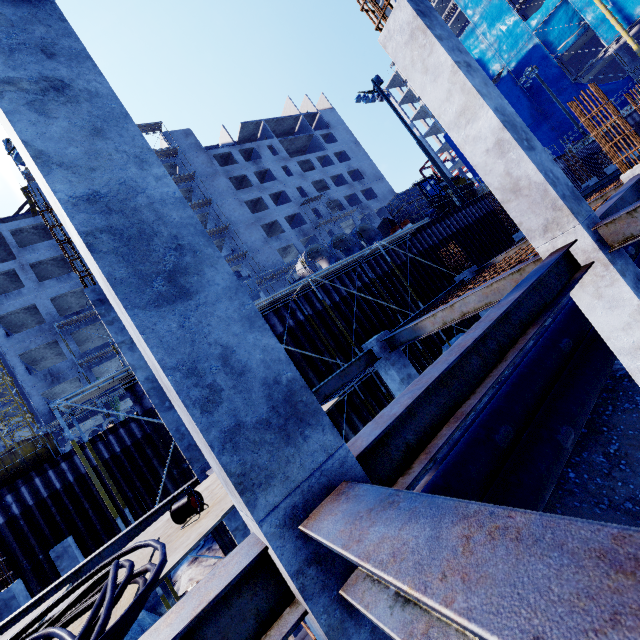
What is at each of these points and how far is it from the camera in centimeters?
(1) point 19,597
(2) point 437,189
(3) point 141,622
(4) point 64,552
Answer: (1) concrete column, 780cm
(2) front loader, 2652cm
(3) rock, 862cm
(4) concrete column, 1180cm

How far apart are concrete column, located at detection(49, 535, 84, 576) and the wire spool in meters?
13.7

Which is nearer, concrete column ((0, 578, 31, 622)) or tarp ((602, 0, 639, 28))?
concrete column ((0, 578, 31, 622))

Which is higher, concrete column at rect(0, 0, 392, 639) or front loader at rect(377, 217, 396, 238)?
front loader at rect(377, 217, 396, 238)

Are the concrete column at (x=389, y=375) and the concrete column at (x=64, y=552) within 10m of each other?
no

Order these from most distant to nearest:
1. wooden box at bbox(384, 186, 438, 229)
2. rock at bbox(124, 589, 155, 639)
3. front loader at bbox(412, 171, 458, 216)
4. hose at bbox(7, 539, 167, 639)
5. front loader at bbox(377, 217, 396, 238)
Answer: front loader at bbox(412, 171, 458, 216) < front loader at bbox(377, 217, 396, 238) < wooden box at bbox(384, 186, 438, 229) < rock at bbox(124, 589, 155, 639) < hose at bbox(7, 539, 167, 639)

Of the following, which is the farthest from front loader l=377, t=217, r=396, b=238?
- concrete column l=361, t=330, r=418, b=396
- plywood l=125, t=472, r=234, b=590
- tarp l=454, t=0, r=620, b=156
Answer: tarp l=454, t=0, r=620, b=156

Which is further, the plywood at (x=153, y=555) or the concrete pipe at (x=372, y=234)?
the concrete pipe at (x=372, y=234)
